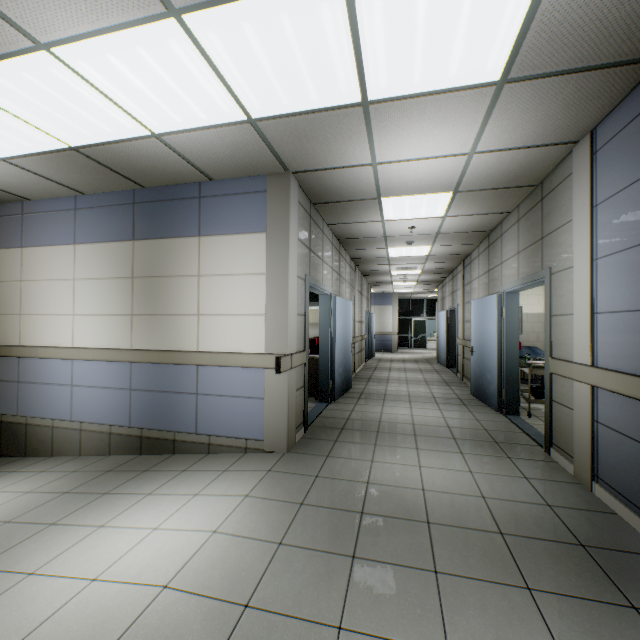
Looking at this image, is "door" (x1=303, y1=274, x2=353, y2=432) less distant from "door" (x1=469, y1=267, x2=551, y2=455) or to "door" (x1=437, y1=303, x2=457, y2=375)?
"door" (x1=469, y1=267, x2=551, y2=455)

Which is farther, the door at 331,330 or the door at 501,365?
the door at 331,330

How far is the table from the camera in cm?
517

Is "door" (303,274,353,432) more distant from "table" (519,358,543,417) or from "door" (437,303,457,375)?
"door" (437,303,457,375)

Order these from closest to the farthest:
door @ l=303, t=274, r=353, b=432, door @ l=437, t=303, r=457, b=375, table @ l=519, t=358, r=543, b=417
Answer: door @ l=303, t=274, r=353, b=432
table @ l=519, t=358, r=543, b=417
door @ l=437, t=303, r=457, b=375

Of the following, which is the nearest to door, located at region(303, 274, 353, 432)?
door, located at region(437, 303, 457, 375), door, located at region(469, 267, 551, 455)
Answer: door, located at region(469, 267, 551, 455)

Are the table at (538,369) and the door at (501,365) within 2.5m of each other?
yes

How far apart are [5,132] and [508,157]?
5.0m
